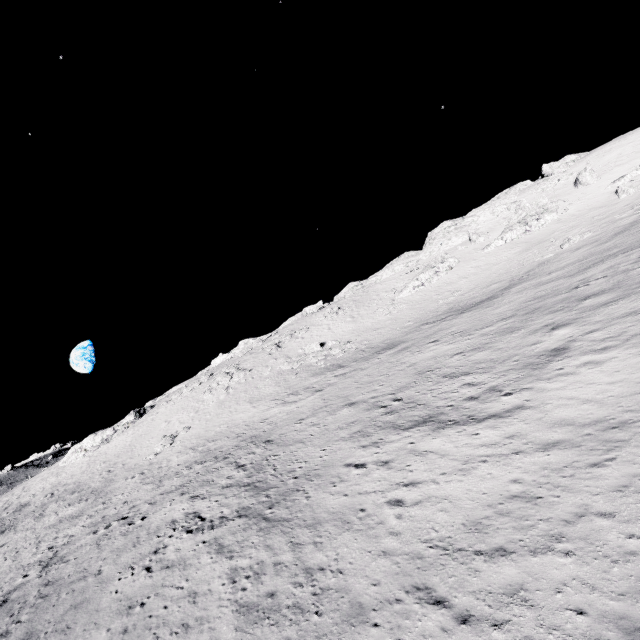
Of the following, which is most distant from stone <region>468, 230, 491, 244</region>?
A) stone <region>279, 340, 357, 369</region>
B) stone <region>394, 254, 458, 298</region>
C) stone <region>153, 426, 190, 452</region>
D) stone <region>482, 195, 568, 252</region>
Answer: stone <region>153, 426, 190, 452</region>

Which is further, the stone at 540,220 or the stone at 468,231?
the stone at 468,231

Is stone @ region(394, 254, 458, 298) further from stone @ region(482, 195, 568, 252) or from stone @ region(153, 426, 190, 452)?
stone @ region(153, 426, 190, 452)

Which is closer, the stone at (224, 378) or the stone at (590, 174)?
the stone at (224, 378)

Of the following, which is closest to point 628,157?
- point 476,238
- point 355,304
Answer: point 476,238

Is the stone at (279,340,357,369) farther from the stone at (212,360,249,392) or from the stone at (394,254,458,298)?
the stone at (394,254,458,298)

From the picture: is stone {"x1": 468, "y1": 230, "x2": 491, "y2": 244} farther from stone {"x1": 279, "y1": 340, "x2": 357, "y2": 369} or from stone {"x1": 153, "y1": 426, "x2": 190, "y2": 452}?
stone {"x1": 153, "y1": 426, "x2": 190, "y2": 452}

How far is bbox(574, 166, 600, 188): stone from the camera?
50.6 meters
